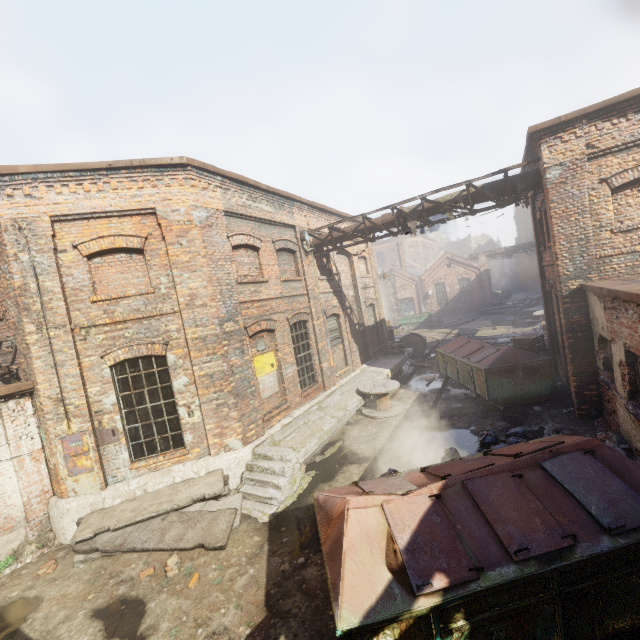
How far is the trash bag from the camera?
6.86m

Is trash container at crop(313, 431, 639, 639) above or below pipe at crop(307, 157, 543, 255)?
below

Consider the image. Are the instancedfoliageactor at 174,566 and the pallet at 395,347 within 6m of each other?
no

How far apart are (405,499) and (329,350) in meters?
9.1

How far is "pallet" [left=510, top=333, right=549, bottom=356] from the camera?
13.37m

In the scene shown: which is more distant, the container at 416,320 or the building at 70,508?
the container at 416,320

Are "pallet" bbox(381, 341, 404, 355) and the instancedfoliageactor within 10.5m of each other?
no

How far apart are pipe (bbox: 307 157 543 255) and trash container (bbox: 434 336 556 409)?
4.4m
